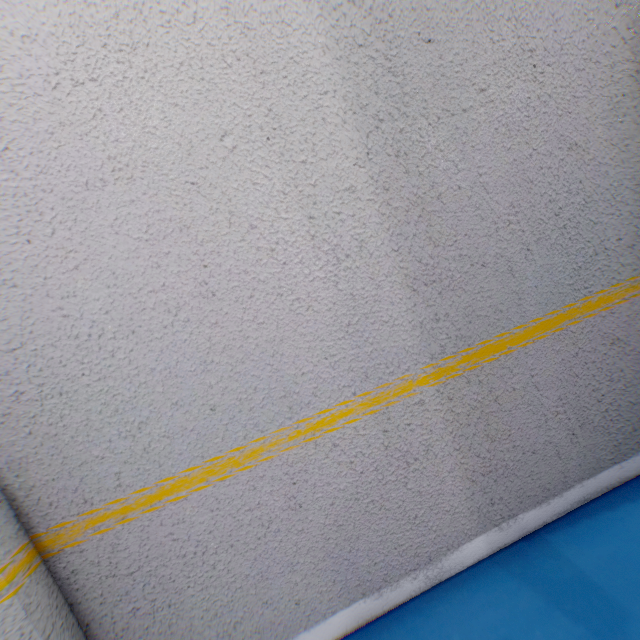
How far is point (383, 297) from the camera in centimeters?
142cm
